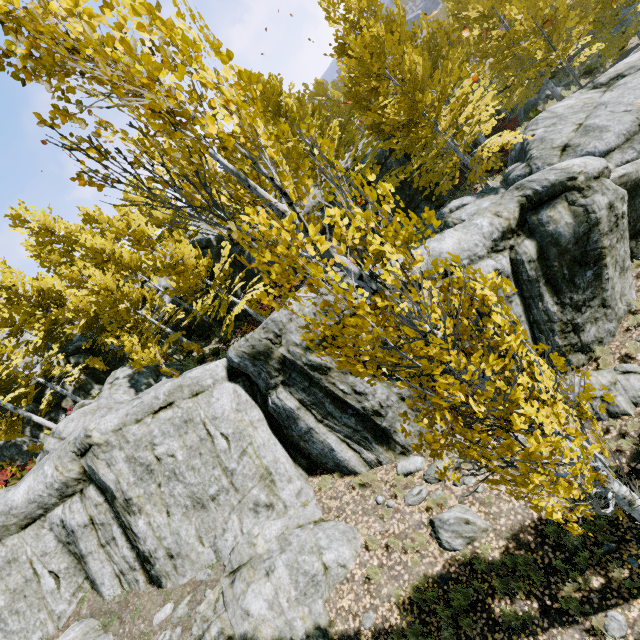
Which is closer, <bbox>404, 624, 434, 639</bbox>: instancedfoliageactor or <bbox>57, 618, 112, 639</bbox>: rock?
<bbox>404, 624, 434, 639</bbox>: instancedfoliageactor

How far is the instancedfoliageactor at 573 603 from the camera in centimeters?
555cm

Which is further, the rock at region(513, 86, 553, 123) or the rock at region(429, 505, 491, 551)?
the rock at region(513, 86, 553, 123)

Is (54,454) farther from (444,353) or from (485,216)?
(485,216)

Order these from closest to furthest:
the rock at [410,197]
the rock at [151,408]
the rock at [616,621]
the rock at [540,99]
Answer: the rock at [616,621], the rock at [151,408], the rock at [410,197], the rock at [540,99]

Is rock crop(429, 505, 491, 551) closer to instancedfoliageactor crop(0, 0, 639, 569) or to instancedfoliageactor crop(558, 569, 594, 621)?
instancedfoliageactor crop(558, 569, 594, 621)

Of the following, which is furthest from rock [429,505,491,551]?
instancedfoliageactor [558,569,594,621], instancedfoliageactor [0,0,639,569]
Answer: instancedfoliageactor [0,0,639,569]

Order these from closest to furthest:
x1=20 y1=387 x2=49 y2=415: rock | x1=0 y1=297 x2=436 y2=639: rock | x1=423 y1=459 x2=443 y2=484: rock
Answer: x1=0 y1=297 x2=436 y2=639: rock < x1=423 y1=459 x2=443 y2=484: rock < x1=20 y1=387 x2=49 y2=415: rock
